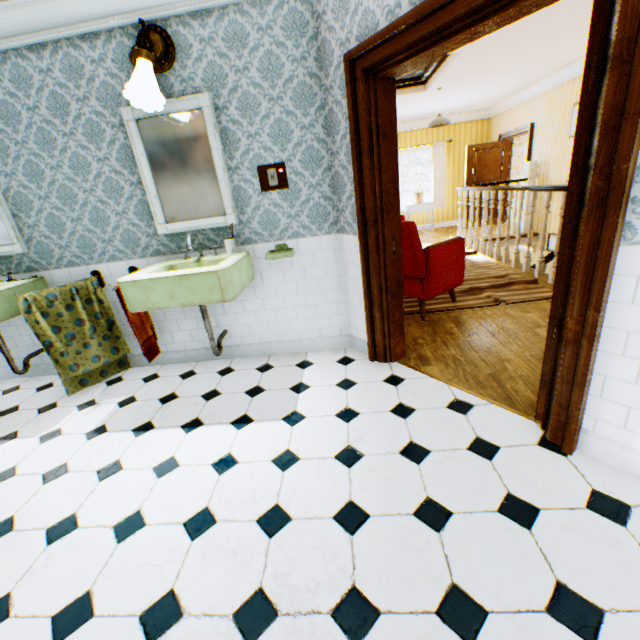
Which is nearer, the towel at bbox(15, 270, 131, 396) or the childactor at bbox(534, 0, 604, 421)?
the childactor at bbox(534, 0, 604, 421)

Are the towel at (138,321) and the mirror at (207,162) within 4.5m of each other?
yes

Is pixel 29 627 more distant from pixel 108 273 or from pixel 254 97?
pixel 254 97

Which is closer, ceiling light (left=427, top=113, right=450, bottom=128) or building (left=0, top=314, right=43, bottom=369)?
building (left=0, top=314, right=43, bottom=369)

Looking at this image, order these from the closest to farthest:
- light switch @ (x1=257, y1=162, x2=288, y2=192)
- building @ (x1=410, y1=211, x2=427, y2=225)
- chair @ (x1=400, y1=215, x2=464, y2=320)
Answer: light switch @ (x1=257, y1=162, x2=288, y2=192), chair @ (x1=400, y1=215, x2=464, y2=320), building @ (x1=410, y1=211, x2=427, y2=225)

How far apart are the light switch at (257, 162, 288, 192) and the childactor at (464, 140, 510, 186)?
8.1m

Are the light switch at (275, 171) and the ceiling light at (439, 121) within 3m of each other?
no

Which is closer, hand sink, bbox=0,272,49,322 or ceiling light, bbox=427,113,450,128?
hand sink, bbox=0,272,49,322
